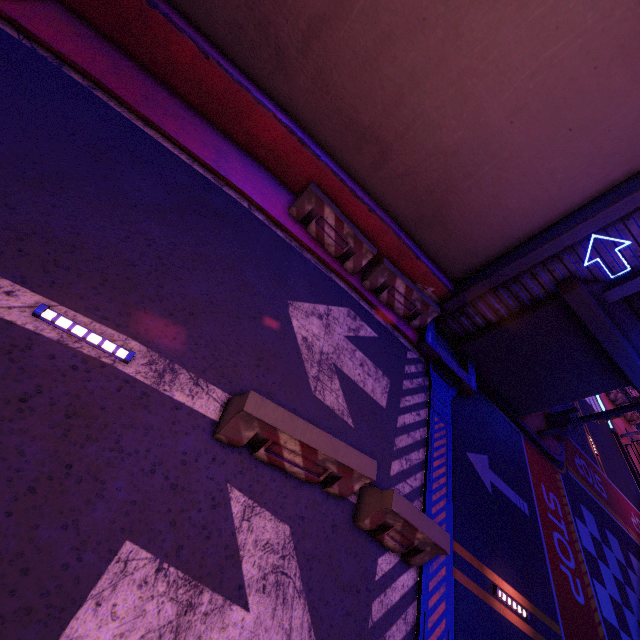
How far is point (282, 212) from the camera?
8.32m

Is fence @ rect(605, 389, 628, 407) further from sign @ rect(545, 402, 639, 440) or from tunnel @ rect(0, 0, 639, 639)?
tunnel @ rect(0, 0, 639, 639)

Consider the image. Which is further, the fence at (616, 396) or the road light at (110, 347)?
the fence at (616, 396)

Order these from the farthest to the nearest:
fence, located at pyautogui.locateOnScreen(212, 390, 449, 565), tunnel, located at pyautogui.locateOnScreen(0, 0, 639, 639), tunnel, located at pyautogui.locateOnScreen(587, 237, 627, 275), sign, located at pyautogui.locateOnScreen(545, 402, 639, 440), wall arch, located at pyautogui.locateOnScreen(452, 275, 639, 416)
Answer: sign, located at pyautogui.locateOnScreen(545, 402, 639, 440)
wall arch, located at pyautogui.locateOnScreen(452, 275, 639, 416)
tunnel, located at pyautogui.locateOnScreen(587, 237, 627, 275)
fence, located at pyautogui.locateOnScreen(212, 390, 449, 565)
tunnel, located at pyautogui.locateOnScreen(0, 0, 639, 639)

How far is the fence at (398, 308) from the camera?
8.9m

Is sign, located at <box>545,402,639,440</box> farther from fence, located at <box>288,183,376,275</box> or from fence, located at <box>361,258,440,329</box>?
fence, located at <box>288,183,376,275</box>

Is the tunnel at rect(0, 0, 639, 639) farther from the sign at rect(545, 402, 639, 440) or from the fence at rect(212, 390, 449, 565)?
the sign at rect(545, 402, 639, 440)

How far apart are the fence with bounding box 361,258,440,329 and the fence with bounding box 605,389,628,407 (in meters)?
27.06
